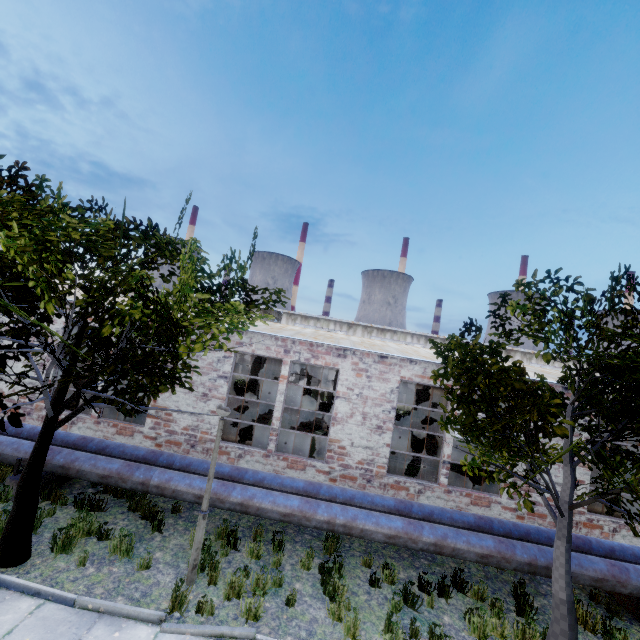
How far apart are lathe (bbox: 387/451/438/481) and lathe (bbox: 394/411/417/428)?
9.0m

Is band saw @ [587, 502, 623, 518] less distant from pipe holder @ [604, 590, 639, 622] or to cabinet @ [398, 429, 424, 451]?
pipe holder @ [604, 590, 639, 622]

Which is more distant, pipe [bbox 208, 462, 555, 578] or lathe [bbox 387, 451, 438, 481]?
lathe [bbox 387, 451, 438, 481]

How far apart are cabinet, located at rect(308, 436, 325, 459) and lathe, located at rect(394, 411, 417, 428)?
10.05m

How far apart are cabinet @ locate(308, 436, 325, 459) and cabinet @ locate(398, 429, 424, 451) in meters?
8.3 m

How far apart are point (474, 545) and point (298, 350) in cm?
693

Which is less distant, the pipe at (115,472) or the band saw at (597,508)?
the pipe at (115,472)

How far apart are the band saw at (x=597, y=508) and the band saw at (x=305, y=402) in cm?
1341
